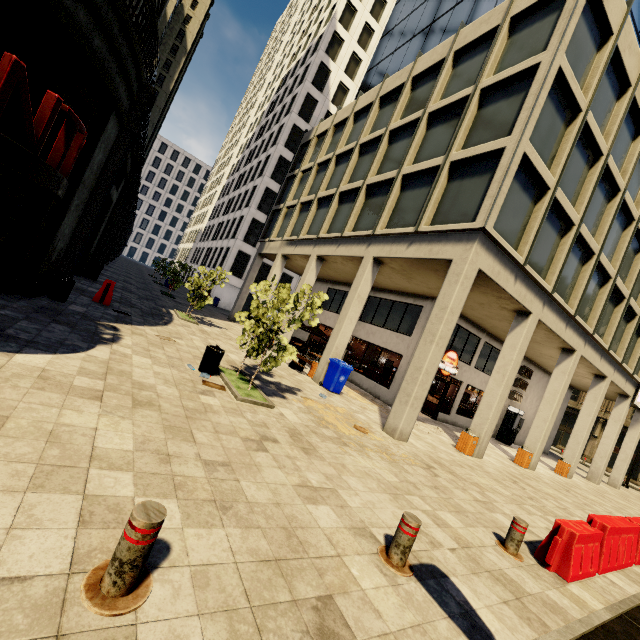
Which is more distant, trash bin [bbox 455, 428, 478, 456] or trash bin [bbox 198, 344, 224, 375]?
trash bin [bbox 455, 428, 478, 456]

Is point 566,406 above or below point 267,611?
above

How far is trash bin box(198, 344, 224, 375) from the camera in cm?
817

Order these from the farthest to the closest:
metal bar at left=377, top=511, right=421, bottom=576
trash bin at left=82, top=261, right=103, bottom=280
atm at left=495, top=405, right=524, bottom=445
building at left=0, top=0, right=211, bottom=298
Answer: atm at left=495, top=405, right=524, bottom=445 → trash bin at left=82, top=261, right=103, bottom=280 → building at left=0, top=0, right=211, bottom=298 → metal bar at left=377, top=511, right=421, bottom=576

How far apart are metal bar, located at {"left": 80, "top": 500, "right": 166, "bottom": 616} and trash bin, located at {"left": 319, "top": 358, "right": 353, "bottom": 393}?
10.73m

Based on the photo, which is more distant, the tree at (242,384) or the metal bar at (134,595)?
the tree at (242,384)

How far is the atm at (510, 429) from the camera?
21.11m

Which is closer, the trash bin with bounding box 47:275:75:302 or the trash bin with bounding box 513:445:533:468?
the trash bin with bounding box 47:275:75:302
